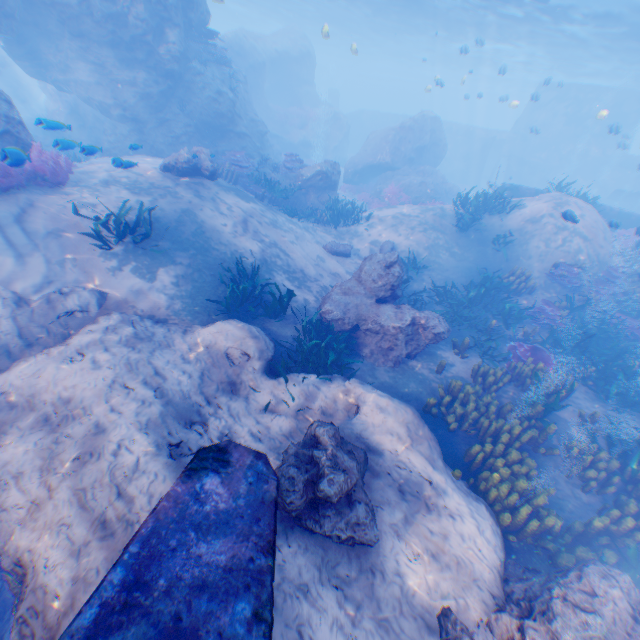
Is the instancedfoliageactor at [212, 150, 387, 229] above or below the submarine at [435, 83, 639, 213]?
below

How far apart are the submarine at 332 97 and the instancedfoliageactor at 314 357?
46.6m

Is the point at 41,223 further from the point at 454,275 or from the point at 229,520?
the point at 454,275

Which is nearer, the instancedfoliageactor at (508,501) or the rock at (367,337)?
the instancedfoliageactor at (508,501)

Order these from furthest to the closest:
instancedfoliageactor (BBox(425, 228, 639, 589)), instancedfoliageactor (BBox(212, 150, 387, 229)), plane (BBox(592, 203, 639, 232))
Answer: instancedfoliageactor (BBox(212, 150, 387, 229))
plane (BBox(592, 203, 639, 232))
instancedfoliageactor (BBox(425, 228, 639, 589))

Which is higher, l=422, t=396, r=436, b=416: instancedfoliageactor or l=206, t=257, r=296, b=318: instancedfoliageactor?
l=206, t=257, r=296, b=318: instancedfoliageactor

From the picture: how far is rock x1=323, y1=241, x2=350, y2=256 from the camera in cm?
1268

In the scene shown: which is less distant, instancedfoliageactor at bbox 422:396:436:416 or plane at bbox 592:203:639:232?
instancedfoliageactor at bbox 422:396:436:416
